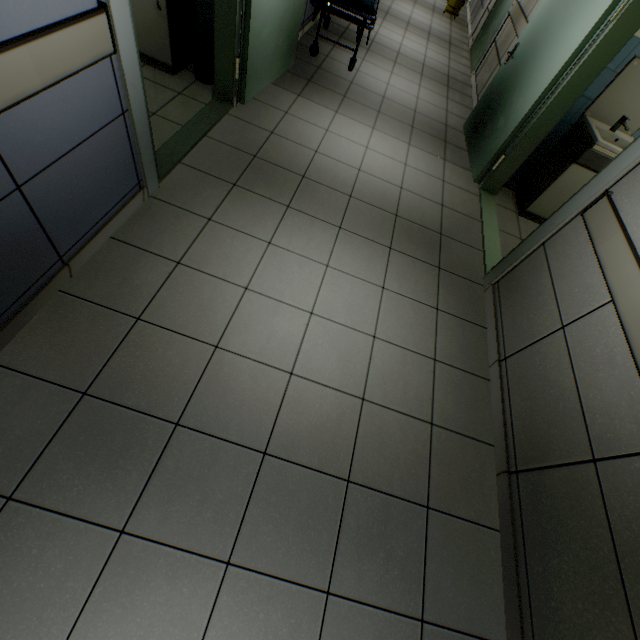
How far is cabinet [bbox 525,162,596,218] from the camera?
3.3m

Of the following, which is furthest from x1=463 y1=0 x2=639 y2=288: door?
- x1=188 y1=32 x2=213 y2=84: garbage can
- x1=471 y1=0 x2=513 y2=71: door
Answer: x1=188 y1=32 x2=213 y2=84: garbage can

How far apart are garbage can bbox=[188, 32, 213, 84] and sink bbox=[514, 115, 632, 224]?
Result: 3.79m

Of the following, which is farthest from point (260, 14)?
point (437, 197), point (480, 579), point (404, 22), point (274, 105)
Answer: point (404, 22)

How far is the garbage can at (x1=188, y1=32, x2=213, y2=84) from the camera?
3.2m

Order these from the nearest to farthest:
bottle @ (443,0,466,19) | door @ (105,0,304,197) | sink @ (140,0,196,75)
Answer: door @ (105,0,304,197) < sink @ (140,0,196,75) < bottle @ (443,0,466,19)

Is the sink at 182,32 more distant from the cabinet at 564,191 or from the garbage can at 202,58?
the cabinet at 564,191

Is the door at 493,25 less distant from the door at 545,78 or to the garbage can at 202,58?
the door at 545,78
